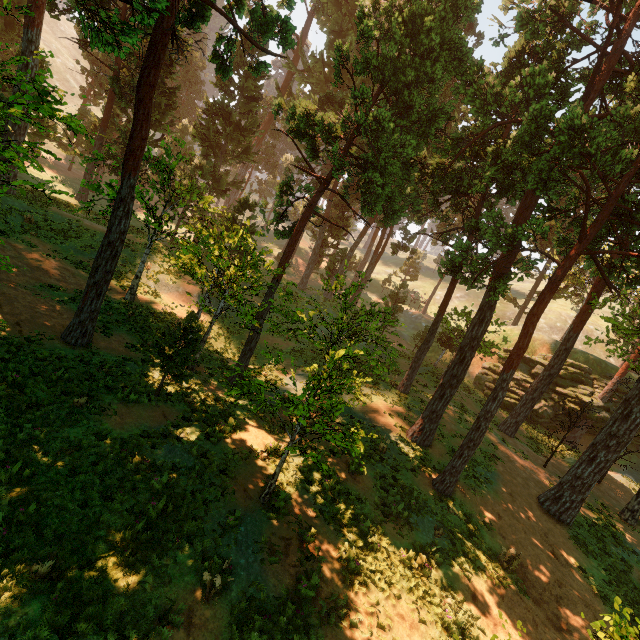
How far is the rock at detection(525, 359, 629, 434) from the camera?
28.6 meters

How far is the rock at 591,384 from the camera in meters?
28.6

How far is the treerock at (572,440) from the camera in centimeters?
2039cm

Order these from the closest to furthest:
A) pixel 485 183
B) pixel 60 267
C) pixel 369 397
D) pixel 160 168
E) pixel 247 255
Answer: pixel 160 168
pixel 60 267
pixel 369 397
pixel 247 255
pixel 485 183

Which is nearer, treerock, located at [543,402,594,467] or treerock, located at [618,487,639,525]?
treerock, located at [618,487,639,525]

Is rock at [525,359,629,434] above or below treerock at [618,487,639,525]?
above

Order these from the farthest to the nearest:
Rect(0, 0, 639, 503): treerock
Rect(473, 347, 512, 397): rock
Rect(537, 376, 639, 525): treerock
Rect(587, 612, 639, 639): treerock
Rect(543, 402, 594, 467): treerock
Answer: Rect(473, 347, 512, 397): rock
Rect(543, 402, 594, 467): treerock
Rect(537, 376, 639, 525): treerock
Rect(0, 0, 639, 503): treerock
Rect(587, 612, 639, 639): treerock

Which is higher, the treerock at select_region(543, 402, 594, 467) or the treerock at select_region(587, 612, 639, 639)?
the treerock at select_region(587, 612, 639, 639)
